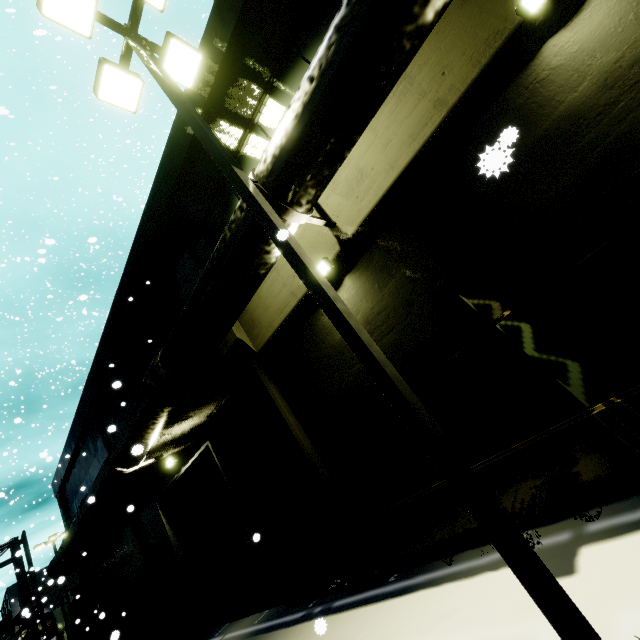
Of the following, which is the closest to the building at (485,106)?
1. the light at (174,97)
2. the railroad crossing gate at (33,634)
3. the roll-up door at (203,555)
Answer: the roll-up door at (203,555)

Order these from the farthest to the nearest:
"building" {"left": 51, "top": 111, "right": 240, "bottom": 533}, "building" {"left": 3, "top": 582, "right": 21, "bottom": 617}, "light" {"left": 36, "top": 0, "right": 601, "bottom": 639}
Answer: "building" {"left": 3, "top": 582, "right": 21, "bottom": 617}
"building" {"left": 51, "top": 111, "right": 240, "bottom": 533}
"light" {"left": 36, "top": 0, "right": 601, "bottom": 639}

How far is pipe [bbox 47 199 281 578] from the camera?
5.3m

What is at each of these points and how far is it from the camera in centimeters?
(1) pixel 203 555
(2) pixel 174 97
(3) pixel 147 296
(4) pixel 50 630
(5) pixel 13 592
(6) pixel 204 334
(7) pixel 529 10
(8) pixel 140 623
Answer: (1) roll-up door, 1045cm
(2) light, 479cm
(3) building, 1062cm
(4) railroad crossing overhang, 1758cm
(5) building, 5375cm
(6) pipe, 639cm
(7) light, 367cm
(8) electrical box, 1338cm

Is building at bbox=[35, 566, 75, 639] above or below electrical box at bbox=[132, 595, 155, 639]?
above

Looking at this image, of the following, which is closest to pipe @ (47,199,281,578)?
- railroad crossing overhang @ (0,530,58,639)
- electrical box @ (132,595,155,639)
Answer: railroad crossing overhang @ (0,530,58,639)

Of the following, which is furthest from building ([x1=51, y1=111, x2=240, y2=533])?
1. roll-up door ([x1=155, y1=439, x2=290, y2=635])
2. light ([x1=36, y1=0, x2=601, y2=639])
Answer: light ([x1=36, y1=0, x2=601, y2=639])

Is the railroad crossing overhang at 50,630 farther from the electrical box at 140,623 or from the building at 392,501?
the electrical box at 140,623
